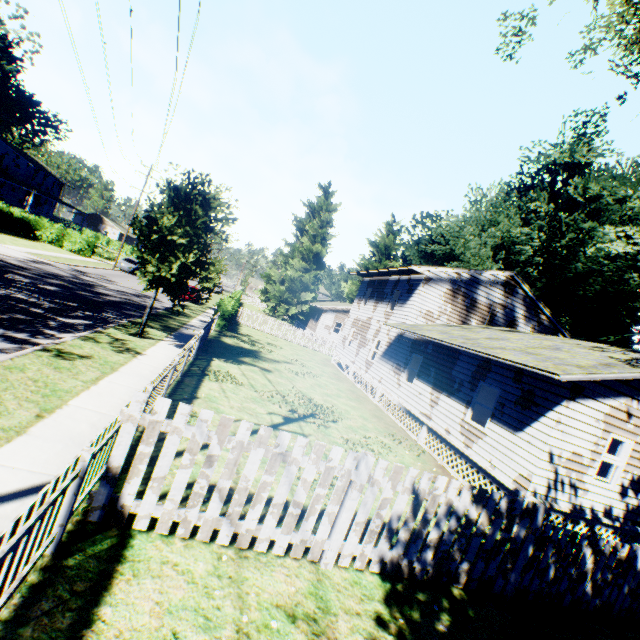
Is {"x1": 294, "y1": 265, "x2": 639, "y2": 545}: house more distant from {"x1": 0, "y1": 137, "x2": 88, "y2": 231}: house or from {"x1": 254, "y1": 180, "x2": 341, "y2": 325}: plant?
{"x1": 0, "y1": 137, "x2": 88, "y2": 231}: house

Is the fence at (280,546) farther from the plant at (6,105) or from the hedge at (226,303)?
the hedge at (226,303)

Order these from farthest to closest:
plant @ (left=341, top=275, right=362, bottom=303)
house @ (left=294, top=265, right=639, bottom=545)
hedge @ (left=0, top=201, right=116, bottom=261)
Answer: plant @ (left=341, top=275, right=362, bottom=303), hedge @ (left=0, top=201, right=116, bottom=261), house @ (left=294, top=265, right=639, bottom=545)

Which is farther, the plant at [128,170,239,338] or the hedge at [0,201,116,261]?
the hedge at [0,201,116,261]

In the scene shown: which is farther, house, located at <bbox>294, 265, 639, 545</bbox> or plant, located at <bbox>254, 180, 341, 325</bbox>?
plant, located at <bbox>254, 180, 341, 325</bbox>

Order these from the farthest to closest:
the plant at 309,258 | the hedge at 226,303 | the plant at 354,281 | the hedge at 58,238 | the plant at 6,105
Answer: the plant at 354,281, the plant at 309,258, the plant at 6,105, the hedge at 58,238, the hedge at 226,303

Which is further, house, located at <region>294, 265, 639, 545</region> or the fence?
house, located at <region>294, 265, 639, 545</region>

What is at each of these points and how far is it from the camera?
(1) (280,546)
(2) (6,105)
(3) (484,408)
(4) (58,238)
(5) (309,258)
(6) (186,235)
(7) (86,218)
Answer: (1) fence, 4.91m
(2) plant, 58.22m
(3) house, 20.45m
(4) hedge, 34.72m
(5) plant, 46.25m
(6) plant, 11.82m
(7) house, 59.34m
